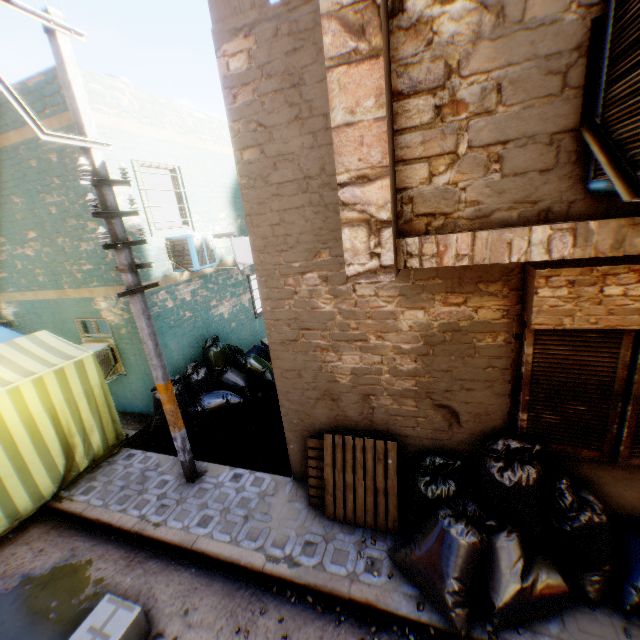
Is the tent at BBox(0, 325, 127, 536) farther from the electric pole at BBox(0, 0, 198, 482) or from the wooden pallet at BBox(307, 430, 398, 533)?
the wooden pallet at BBox(307, 430, 398, 533)

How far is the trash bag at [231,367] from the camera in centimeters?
711cm

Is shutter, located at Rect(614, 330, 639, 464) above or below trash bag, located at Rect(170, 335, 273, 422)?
above

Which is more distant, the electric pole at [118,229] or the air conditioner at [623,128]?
the electric pole at [118,229]

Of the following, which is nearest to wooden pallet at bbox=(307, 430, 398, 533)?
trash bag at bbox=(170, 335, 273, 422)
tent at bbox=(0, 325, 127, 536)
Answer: trash bag at bbox=(170, 335, 273, 422)

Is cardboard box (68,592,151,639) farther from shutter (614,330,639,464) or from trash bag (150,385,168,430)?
shutter (614,330,639,464)

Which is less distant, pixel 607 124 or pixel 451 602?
pixel 607 124

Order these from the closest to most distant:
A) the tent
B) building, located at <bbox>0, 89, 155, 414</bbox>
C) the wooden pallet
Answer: the wooden pallet < the tent < building, located at <bbox>0, 89, 155, 414</bbox>
